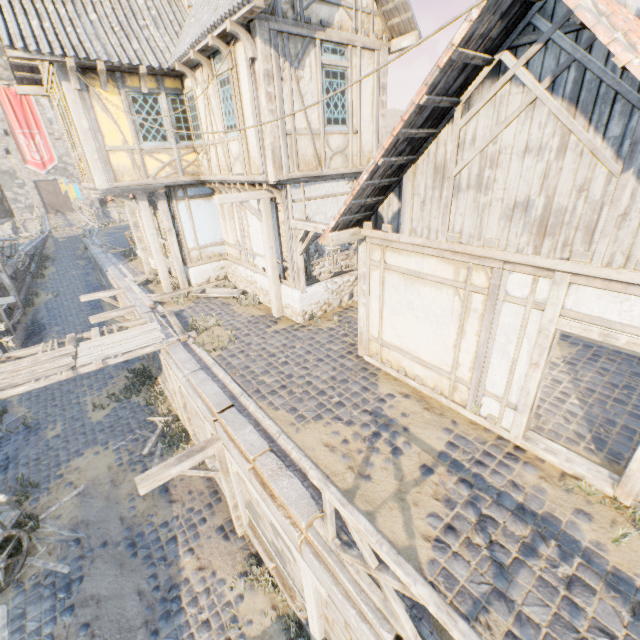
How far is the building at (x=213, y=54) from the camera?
7.7 meters

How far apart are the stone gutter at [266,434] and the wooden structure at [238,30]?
6.7 meters

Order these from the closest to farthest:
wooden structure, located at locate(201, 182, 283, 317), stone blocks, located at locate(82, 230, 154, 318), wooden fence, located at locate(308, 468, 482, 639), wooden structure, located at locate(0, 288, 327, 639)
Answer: wooden fence, located at locate(308, 468, 482, 639)
wooden structure, located at locate(0, 288, 327, 639)
wooden structure, located at locate(201, 182, 283, 317)
stone blocks, located at locate(82, 230, 154, 318)

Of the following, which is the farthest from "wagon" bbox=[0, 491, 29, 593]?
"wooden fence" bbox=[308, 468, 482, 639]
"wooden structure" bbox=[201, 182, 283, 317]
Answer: "wooden fence" bbox=[308, 468, 482, 639]

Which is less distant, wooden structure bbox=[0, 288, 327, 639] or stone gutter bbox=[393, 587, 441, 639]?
stone gutter bbox=[393, 587, 441, 639]

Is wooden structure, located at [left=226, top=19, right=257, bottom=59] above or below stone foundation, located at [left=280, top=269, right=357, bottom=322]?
above

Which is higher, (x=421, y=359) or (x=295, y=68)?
(x=295, y=68)

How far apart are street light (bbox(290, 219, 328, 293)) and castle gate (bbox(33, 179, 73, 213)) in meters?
48.0 m
